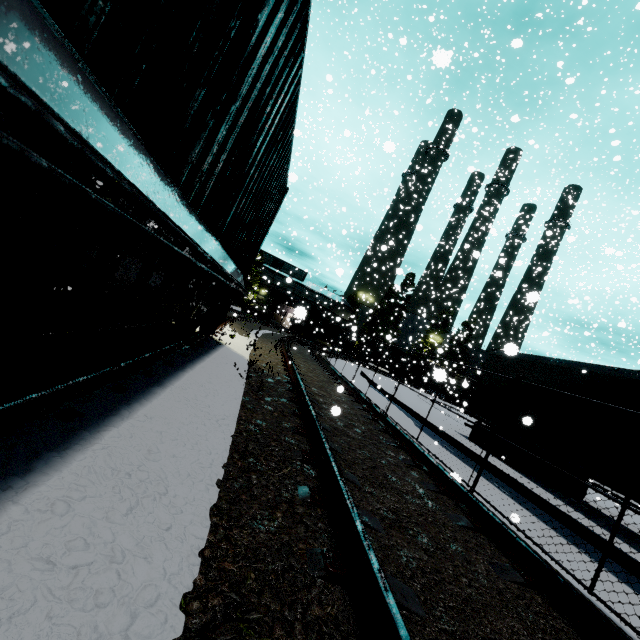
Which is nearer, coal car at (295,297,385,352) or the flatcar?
the flatcar

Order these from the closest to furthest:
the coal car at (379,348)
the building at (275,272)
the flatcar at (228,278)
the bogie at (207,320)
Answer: the flatcar at (228,278)
the bogie at (207,320)
the coal car at (379,348)
the building at (275,272)

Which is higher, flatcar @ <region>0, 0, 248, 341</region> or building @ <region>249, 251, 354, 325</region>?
building @ <region>249, 251, 354, 325</region>

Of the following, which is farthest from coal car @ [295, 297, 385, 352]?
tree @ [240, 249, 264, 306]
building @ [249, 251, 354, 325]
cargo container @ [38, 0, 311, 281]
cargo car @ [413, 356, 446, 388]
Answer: tree @ [240, 249, 264, 306]

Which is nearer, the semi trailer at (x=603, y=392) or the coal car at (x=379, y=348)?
the semi trailer at (x=603, y=392)

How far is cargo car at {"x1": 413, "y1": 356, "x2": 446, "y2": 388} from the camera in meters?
4.3

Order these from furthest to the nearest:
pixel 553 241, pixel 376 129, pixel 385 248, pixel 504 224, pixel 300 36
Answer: pixel 504 224
pixel 553 241
pixel 376 129
pixel 385 248
pixel 300 36

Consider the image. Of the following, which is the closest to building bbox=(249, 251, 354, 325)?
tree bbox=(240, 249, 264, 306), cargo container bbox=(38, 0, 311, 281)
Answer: cargo container bbox=(38, 0, 311, 281)
